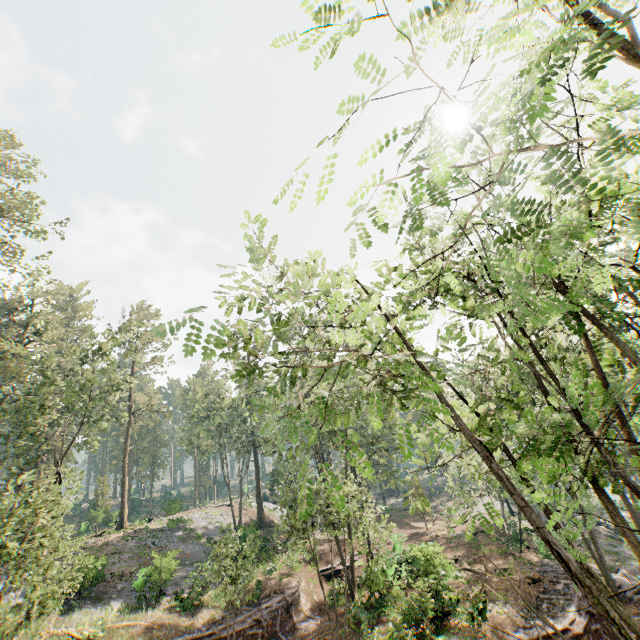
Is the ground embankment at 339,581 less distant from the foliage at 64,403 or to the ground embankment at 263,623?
the foliage at 64,403

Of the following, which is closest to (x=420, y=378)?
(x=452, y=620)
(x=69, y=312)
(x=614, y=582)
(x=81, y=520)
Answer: (x=452, y=620)

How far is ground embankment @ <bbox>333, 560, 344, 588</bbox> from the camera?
26.5m

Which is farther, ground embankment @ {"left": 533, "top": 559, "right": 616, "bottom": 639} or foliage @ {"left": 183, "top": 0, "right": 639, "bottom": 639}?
ground embankment @ {"left": 533, "top": 559, "right": 616, "bottom": 639}

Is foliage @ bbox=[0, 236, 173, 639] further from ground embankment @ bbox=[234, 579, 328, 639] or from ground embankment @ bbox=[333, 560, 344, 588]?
ground embankment @ bbox=[234, 579, 328, 639]

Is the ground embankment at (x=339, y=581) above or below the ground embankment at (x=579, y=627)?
above

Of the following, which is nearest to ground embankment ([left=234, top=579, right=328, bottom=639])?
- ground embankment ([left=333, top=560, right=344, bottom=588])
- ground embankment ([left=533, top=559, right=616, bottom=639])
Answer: ground embankment ([left=333, top=560, right=344, bottom=588])

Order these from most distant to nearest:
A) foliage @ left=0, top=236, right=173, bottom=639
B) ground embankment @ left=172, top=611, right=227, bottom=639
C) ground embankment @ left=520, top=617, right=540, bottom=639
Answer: ground embankment @ left=172, top=611, right=227, bottom=639 < ground embankment @ left=520, top=617, right=540, bottom=639 < foliage @ left=0, top=236, right=173, bottom=639
